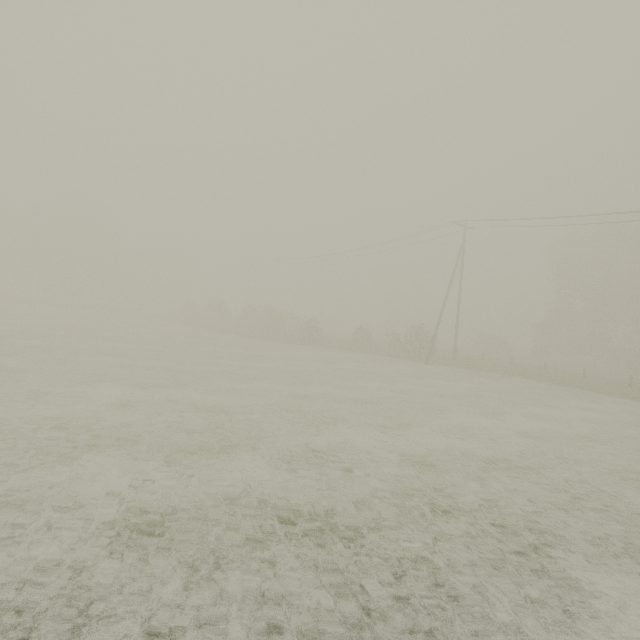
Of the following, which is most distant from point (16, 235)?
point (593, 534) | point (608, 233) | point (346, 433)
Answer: point (608, 233)
